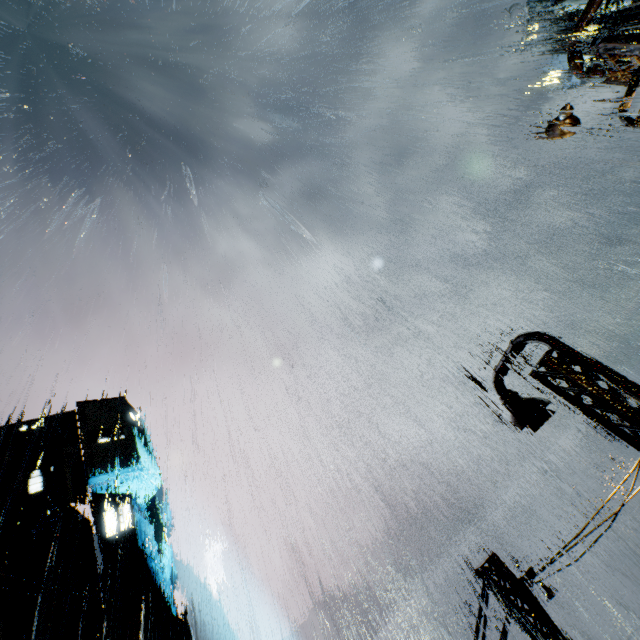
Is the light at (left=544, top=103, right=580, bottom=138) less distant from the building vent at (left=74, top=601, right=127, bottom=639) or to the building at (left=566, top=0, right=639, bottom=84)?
the building at (left=566, top=0, right=639, bottom=84)

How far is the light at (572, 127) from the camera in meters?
8.8

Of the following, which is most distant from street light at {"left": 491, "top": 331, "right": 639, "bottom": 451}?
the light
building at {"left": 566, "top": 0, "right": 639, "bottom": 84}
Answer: the light

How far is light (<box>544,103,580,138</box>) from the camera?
8.8 meters

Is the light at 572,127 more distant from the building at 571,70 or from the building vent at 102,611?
the building vent at 102,611

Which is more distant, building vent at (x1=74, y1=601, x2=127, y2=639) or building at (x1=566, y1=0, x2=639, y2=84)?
building vent at (x1=74, y1=601, x2=127, y2=639)

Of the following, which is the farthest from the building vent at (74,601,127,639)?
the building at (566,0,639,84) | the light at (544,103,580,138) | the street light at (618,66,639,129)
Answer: the light at (544,103,580,138)

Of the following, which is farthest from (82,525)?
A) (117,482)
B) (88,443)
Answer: (88,443)
